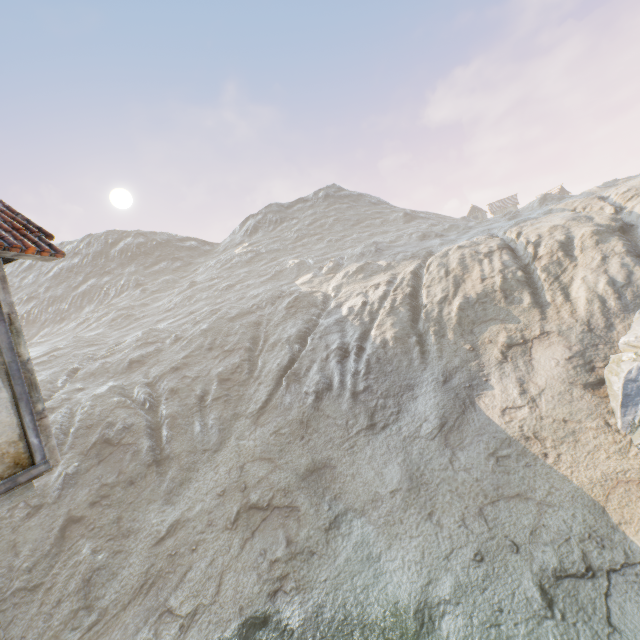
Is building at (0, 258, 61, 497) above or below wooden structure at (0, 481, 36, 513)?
above

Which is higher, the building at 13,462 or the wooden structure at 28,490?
the building at 13,462

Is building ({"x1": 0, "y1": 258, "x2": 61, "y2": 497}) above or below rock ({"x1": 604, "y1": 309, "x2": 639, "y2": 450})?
above

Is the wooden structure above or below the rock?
above

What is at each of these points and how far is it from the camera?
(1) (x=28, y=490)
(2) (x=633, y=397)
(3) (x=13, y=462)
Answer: (1) wooden structure, 4.2m
(2) rock, 14.1m
(3) building, 4.0m

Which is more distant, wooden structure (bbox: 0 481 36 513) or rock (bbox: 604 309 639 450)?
rock (bbox: 604 309 639 450)

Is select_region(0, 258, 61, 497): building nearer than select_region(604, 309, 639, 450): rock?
Yes

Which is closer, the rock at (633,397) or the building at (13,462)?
the building at (13,462)
